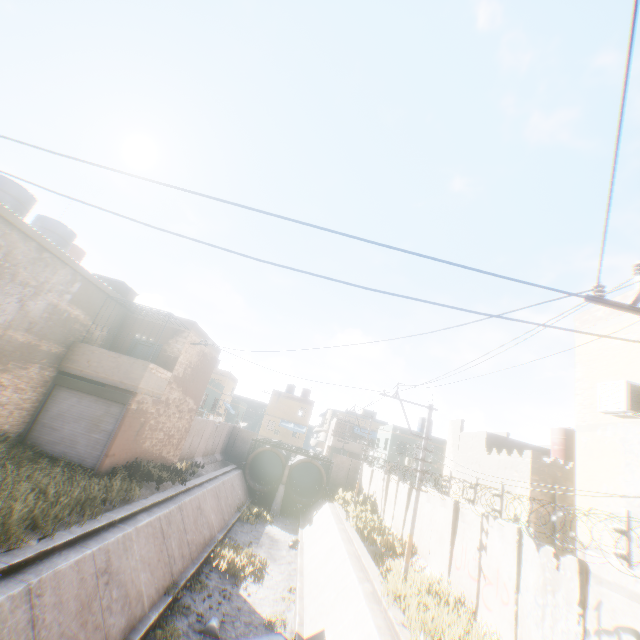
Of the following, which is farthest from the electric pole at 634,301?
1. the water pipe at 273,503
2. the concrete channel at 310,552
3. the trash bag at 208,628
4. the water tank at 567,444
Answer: the water pipe at 273,503

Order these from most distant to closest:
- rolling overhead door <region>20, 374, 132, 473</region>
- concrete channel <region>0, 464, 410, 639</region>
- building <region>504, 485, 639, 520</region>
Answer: rolling overhead door <region>20, 374, 132, 473</region> < building <region>504, 485, 639, 520</region> < concrete channel <region>0, 464, 410, 639</region>

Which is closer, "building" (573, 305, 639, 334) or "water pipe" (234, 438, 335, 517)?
"building" (573, 305, 639, 334)

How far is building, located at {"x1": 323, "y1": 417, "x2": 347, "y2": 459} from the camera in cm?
4472

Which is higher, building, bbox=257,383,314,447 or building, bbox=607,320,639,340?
building, bbox=607,320,639,340

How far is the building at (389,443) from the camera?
33.9 meters

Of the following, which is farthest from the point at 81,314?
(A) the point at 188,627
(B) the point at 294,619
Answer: (B) the point at 294,619

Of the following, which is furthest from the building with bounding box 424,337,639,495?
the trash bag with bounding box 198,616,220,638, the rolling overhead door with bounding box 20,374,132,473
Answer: the trash bag with bounding box 198,616,220,638
